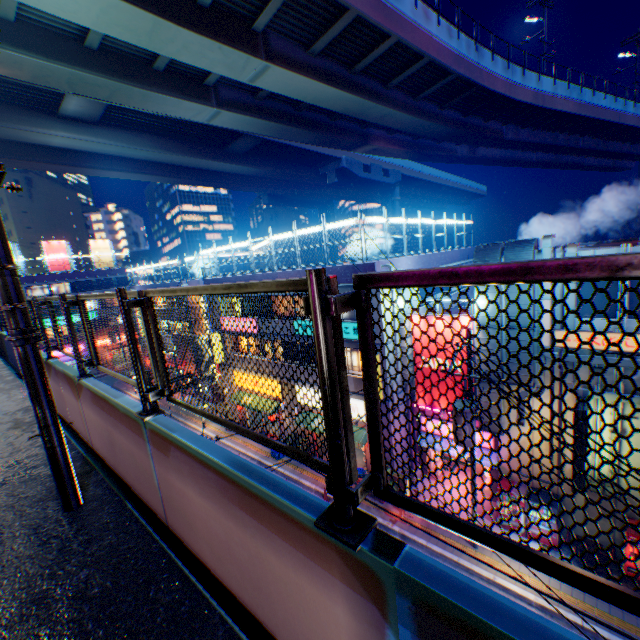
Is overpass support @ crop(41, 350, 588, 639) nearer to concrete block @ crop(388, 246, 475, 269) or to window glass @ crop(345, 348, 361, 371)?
concrete block @ crop(388, 246, 475, 269)

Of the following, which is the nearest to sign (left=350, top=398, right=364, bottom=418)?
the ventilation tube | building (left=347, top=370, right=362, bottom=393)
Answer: building (left=347, top=370, right=362, bottom=393)

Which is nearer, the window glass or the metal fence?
the metal fence

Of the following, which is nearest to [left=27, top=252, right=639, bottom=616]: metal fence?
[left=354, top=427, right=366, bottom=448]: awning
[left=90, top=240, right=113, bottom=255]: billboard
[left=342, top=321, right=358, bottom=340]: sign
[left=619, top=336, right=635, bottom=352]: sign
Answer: [left=342, top=321, right=358, bottom=340]: sign

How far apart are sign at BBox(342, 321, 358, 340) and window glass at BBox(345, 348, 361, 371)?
0.7m

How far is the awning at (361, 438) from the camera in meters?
17.6

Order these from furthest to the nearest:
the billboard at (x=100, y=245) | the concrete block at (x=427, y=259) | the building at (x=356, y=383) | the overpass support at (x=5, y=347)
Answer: the billboard at (x=100, y=245), the concrete block at (x=427, y=259), the building at (x=356, y=383), the overpass support at (x=5, y=347)

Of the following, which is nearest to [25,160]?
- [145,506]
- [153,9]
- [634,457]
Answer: [153,9]
